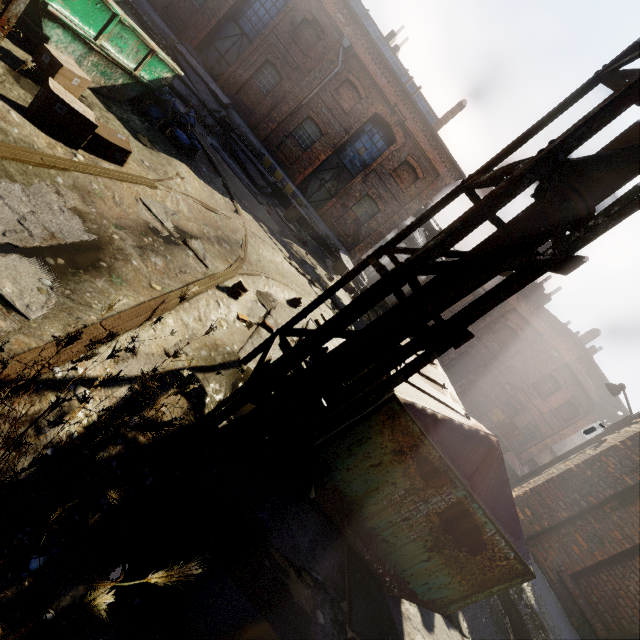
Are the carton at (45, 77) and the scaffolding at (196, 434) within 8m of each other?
yes

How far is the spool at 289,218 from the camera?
15.72m

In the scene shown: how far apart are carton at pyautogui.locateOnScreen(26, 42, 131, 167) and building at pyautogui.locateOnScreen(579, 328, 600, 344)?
25.2m

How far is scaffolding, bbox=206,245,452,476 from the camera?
2.2m

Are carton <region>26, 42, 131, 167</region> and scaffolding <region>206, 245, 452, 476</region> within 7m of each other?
yes

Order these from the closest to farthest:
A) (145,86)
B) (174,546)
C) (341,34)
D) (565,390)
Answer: (174,546)
(145,86)
(341,34)
(565,390)

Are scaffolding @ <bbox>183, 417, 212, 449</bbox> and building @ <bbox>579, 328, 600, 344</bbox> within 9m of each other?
no

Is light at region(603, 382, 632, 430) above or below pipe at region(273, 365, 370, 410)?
above
